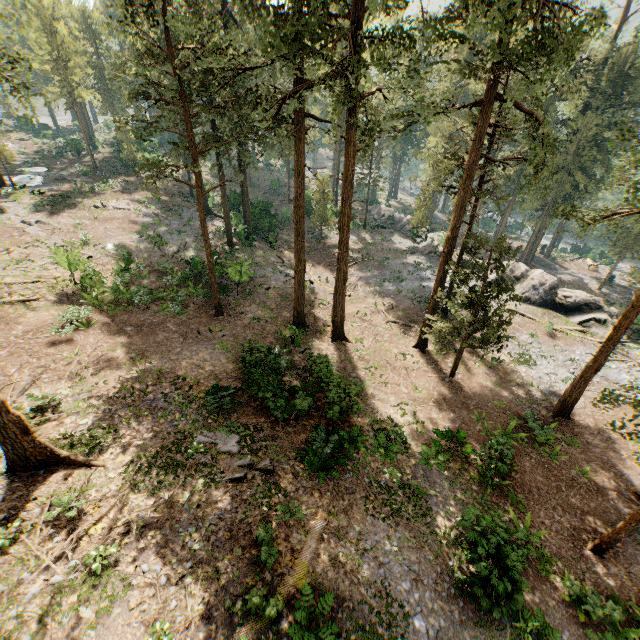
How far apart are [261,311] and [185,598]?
17.7 meters

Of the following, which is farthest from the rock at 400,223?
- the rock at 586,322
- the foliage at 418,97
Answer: the foliage at 418,97

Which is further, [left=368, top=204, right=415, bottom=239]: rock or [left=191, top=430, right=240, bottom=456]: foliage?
[left=368, top=204, right=415, bottom=239]: rock

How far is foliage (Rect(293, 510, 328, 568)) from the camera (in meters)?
10.38

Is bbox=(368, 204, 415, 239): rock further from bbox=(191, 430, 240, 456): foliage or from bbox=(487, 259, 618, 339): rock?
bbox=(191, 430, 240, 456): foliage

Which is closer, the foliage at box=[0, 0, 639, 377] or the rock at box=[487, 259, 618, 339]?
the foliage at box=[0, 0, 639, 377]

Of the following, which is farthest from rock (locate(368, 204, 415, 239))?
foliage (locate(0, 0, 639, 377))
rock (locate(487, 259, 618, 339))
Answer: foliage (locate(0, 0, 639, 377))
